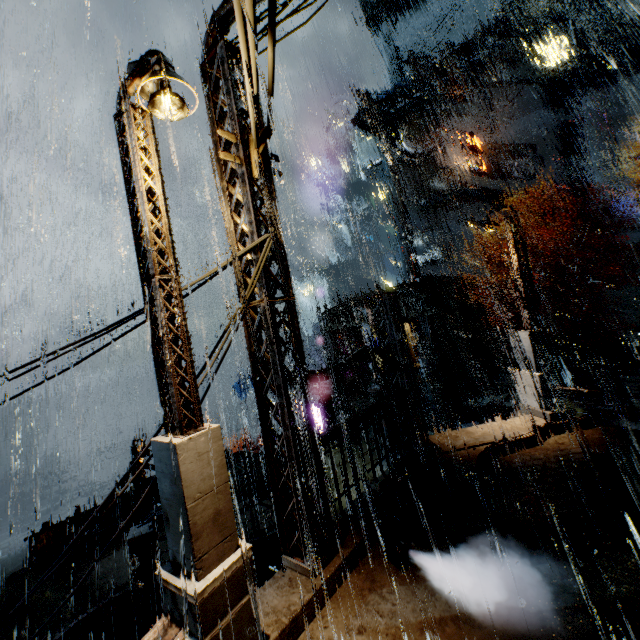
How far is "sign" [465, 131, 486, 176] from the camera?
38.3 meters

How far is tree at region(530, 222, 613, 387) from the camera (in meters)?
19.95

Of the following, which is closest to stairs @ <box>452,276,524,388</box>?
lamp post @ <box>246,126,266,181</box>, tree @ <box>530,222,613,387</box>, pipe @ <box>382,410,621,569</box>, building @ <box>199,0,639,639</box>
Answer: building @ <box>199,0,639,639</box>

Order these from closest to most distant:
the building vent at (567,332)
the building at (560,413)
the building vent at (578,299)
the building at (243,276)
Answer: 1. the building at (243,276)
2. the building at (560,413)
3. the building vent at (578,299)
4. the building vent at (567,332)

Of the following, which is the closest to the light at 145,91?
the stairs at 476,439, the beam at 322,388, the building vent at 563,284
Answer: the stairs at 476,439

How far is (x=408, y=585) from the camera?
5.28m

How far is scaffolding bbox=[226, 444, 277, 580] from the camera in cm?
773

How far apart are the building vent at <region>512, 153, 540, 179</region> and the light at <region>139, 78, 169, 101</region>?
43.9m
